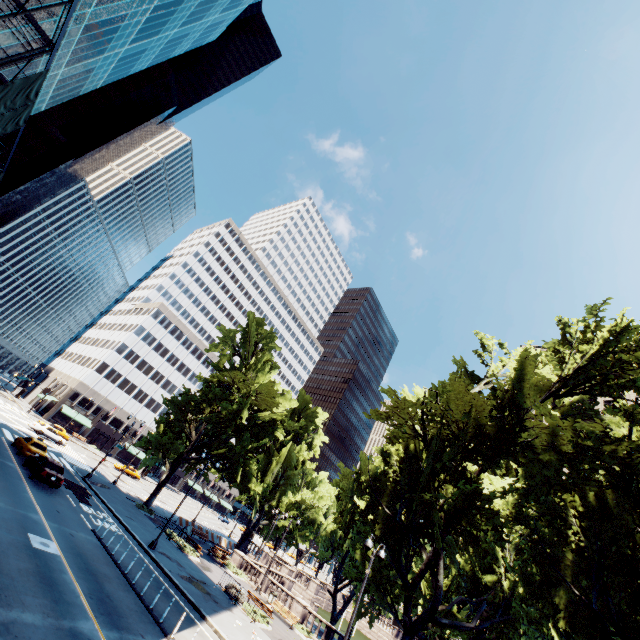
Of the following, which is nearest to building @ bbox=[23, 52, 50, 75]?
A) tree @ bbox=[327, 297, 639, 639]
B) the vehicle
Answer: the vehicle

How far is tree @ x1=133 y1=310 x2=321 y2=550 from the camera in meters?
35.7

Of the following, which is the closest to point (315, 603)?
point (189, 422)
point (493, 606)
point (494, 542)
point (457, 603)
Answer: point (457, 603)

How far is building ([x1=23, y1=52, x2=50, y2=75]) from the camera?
22.52m

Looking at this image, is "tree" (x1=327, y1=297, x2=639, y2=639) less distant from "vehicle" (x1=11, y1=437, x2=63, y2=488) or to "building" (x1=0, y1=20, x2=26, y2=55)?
"vehicle" (x1=11, y1=437, x2=63, y2=488)

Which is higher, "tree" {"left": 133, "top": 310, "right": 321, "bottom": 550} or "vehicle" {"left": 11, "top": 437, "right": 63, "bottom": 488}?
"tree" {"left": 133, "top": 310, "right": 321, "bottom": 550}

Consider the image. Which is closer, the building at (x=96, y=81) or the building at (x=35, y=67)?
the building at (x=35, y=67)

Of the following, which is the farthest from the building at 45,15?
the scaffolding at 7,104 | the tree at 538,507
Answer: the tree at 538,507
